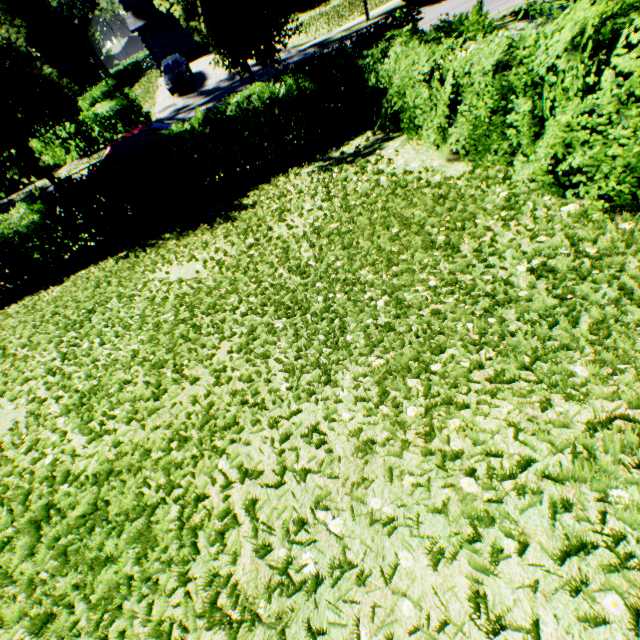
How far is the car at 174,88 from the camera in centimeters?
2178cm

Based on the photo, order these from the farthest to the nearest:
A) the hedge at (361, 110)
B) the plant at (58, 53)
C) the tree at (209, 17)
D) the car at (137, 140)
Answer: the plant at (58, 53) → the car at (137, 140) → the tree at (209, 17) → the hedge at (361, 110)

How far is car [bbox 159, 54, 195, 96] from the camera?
21.78m

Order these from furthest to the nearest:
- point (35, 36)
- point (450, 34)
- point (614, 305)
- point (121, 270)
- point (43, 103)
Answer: point (35, 36) < point (43, 103) < point (121, 270) < point (450, 34) < point (614, 305)

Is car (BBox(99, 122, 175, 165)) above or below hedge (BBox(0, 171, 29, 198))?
above

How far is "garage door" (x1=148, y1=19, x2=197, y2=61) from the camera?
28.5 meters

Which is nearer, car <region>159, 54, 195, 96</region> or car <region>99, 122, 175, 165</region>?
car <region>99, 122, 175, 165</region>

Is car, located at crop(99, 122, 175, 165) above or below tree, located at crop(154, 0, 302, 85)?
below
